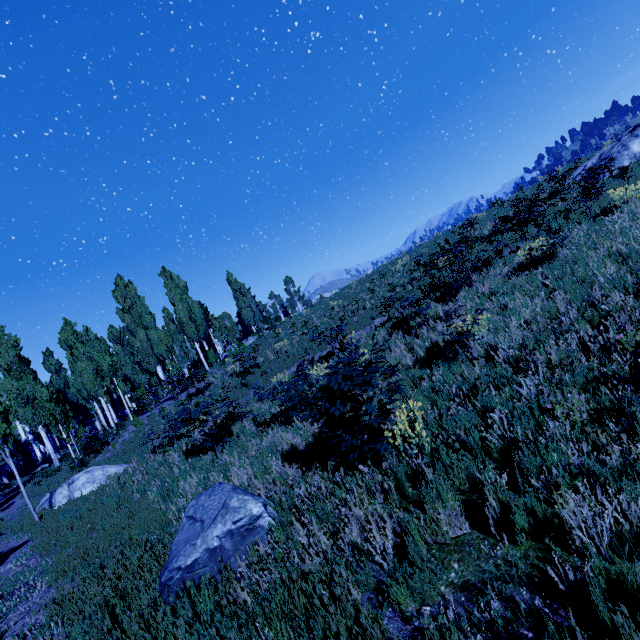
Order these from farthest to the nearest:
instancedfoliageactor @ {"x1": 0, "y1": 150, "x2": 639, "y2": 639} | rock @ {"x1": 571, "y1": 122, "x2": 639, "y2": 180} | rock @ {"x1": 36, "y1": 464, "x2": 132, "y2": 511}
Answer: rock @ {"x1": 571, "y1": 122, "x2": 639, "y2": 180} → rock @ {"x1": 36, "y1": 464, "x2": 132, "y2": 511} → instancedfoliageactor @ {"x1": 0, "y1": 150, "x2": 639, "y2": 639}

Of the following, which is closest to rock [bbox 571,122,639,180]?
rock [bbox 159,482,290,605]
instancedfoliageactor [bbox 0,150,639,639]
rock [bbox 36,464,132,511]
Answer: instancedfoliageactor [bbox 0,150,639,639]

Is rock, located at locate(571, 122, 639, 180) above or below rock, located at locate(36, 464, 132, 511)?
above

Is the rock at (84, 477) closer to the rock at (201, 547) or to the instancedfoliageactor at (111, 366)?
the instancedfoliageactor at (111, 366)

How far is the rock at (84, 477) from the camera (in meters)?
11.77

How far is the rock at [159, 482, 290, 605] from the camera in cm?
384

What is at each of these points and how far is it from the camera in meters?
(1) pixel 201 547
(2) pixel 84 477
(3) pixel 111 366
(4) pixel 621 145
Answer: (1) rock, 3.9
(2) rock, 12.2
(3) instancedfoliageactor, 22.4
(4) rock, 16.4
